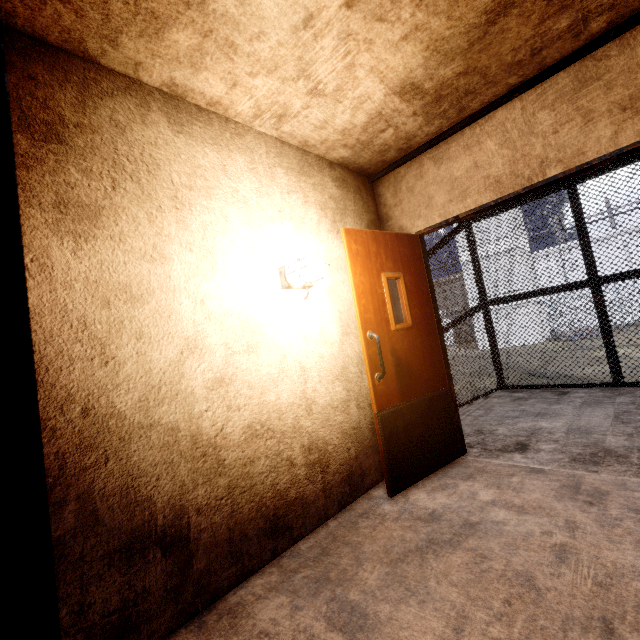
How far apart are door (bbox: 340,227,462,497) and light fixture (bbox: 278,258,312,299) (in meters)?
0.34

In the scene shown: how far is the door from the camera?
2.57m

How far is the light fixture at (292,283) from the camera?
2.3m

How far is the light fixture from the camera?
2.3m

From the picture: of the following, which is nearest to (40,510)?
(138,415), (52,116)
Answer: (138,415)

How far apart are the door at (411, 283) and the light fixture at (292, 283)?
0.34m
